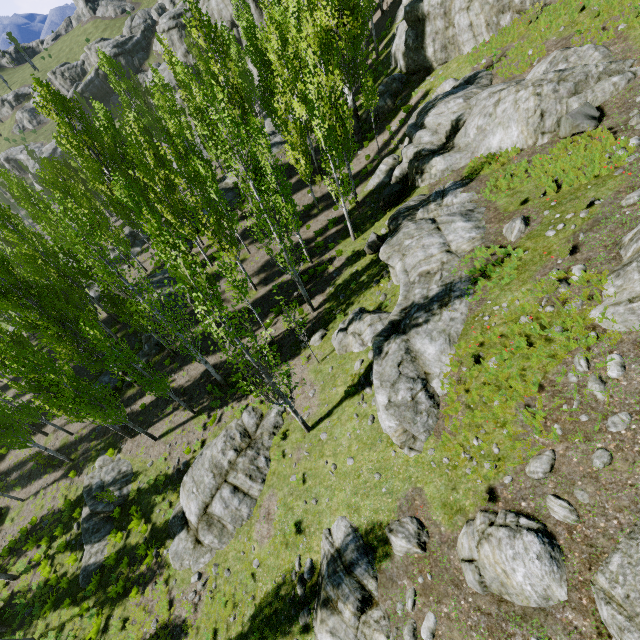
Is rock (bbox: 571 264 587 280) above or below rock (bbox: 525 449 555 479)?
above

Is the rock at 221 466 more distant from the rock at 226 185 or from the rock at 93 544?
the rock at 226 185

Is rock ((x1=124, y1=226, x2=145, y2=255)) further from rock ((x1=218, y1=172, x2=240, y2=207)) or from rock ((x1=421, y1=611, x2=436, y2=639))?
rock ((x1=421, y1=611, x2=436, y2=639))

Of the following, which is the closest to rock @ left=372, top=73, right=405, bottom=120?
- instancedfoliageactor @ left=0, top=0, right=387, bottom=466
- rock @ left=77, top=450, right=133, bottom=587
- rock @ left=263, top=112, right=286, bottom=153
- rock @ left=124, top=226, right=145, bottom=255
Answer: instancedfoliageactor @ left=0, top=0, right=387, bottom=466

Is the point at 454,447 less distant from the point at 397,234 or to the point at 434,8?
the point at 397,234

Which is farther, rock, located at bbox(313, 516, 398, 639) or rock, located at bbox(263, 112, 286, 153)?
rock, located at bbox(263, 112, 286, 153)

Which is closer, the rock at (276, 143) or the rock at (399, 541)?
the rock at (399, 541)
